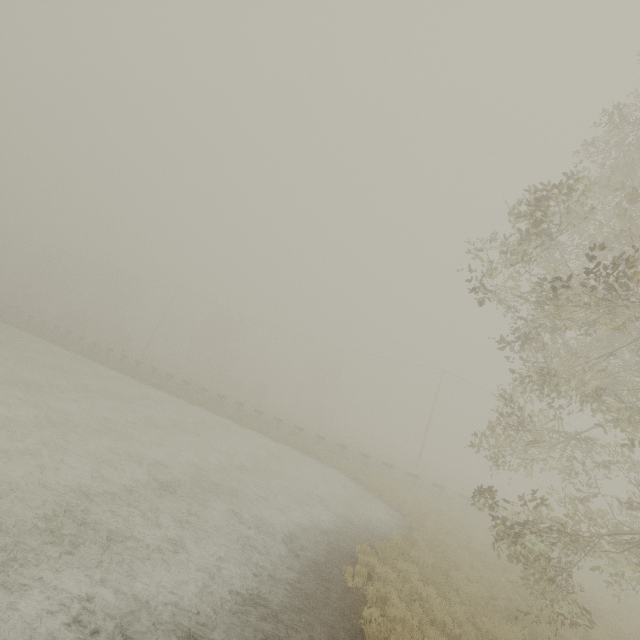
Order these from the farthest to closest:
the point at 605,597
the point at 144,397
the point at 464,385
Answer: the point at 464,385 < the point at 144,397 < the point at 605,597
